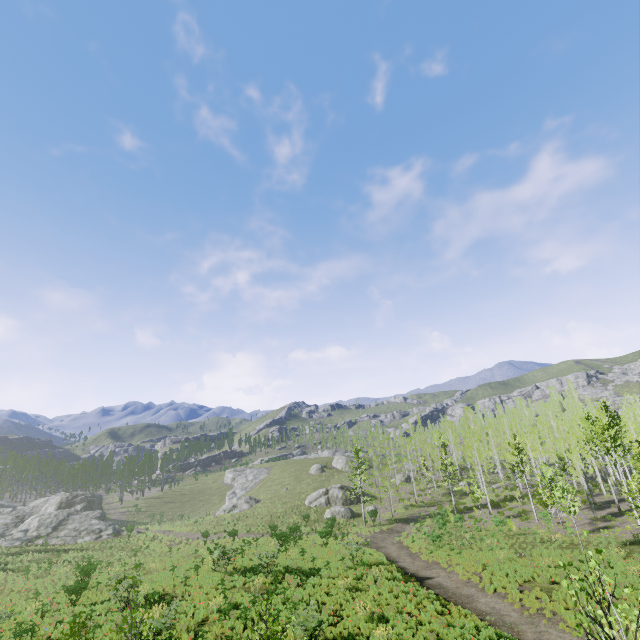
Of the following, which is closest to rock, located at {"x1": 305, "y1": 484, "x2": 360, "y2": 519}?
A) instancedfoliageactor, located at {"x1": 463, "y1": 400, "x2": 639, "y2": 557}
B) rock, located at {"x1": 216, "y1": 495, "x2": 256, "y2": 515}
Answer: instancedfoliageactor, located at {"x1": 463, "y1": 400, "x2": 639, "y2": 557}

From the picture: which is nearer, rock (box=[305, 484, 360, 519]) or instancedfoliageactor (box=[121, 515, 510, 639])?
instancedfoliageactor (box=[121, 515, 510, 639])

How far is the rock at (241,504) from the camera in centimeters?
5647cm

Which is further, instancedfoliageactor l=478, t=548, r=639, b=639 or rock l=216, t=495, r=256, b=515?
rock l=216, t=495, r=256, b=515

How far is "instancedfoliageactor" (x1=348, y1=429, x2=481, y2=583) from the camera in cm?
2537

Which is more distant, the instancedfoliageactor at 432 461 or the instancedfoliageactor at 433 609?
the instancedfoliageactor at 432 461

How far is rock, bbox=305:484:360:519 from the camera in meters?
45.2 m

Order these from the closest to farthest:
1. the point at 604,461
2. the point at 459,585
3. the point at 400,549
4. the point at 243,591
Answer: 1. the point at 243,591
2. the point at 459,585
3. the point at 400,549
4. the point at 604,461
